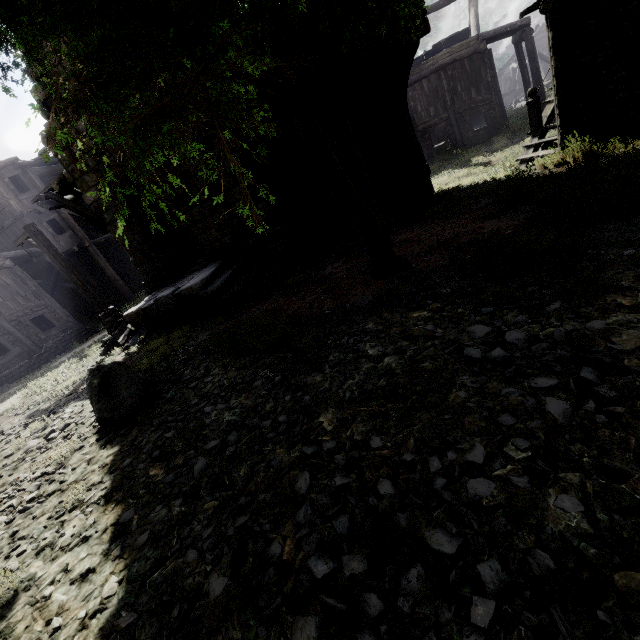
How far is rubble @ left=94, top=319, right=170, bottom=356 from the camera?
10.13m

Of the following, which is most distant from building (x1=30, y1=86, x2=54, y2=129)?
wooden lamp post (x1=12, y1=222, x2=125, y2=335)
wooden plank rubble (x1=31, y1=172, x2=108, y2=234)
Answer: wooden lamp post (x1=12, y1=222, x2=125, y2=335)

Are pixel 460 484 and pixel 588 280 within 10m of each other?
yes

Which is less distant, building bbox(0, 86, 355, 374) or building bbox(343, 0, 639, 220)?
building bbox(343, 0, 639, 220)

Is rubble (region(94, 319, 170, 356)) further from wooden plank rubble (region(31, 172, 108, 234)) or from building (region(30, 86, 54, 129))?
wooden plank rubble (region(31, 172, 108, 234))

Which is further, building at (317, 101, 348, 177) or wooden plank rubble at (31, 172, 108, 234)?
wooden plank rubble at (31, 172, 108, 234)

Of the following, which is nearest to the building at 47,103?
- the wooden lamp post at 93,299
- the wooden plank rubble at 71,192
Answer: the wooden plank rubble at 71,192

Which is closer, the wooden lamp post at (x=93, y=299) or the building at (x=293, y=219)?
the building at (x=293, y=219)
